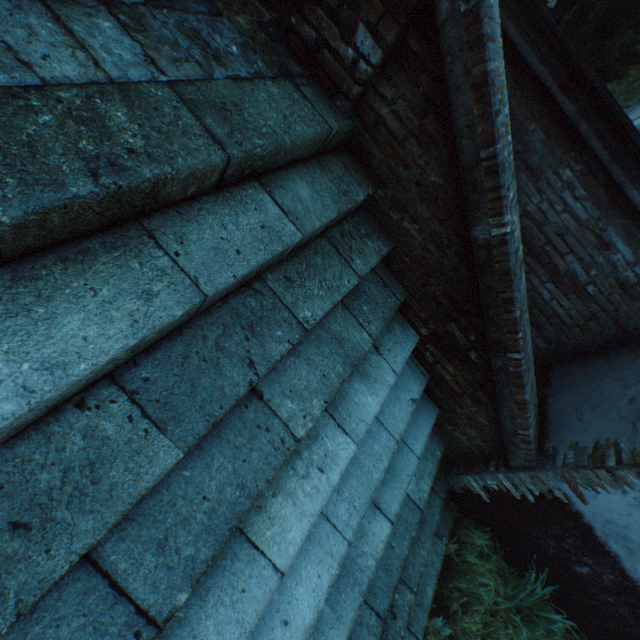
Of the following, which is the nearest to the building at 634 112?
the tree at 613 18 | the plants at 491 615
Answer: the plants at 491 615

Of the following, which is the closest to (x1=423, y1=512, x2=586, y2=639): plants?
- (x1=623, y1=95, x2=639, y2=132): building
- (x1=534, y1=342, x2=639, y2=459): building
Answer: (x1=623, y1=95, x2=639, y2=132): building

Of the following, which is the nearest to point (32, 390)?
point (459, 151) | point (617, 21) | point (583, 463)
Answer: point (459, 151)

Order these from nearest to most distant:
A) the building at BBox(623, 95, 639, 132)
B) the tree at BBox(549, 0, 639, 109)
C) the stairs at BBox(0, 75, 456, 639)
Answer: the stairs at BBox(0, 75, 456, 639)
the tree at BBox(549, 0, 639, 109)
the building at BBox(623, 95, 639, 132)

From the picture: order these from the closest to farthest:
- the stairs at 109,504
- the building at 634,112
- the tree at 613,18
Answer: the stairs at 109,504 → the tree at 613,18 → the building at 634,112

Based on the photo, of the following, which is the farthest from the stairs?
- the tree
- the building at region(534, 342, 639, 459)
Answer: the tree

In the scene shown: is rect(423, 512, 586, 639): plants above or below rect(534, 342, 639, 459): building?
below

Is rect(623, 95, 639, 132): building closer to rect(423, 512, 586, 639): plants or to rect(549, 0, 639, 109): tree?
rect(423, 512, 586, 639): plants
